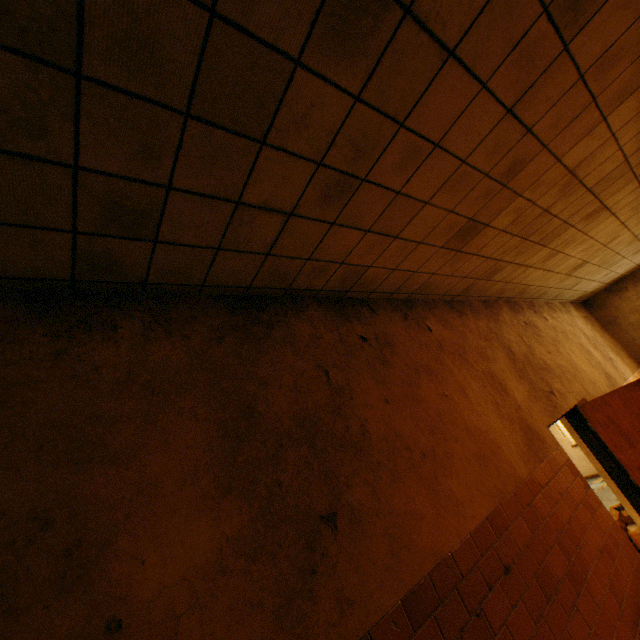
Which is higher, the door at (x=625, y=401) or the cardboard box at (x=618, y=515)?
the door at (x=625, y=401)

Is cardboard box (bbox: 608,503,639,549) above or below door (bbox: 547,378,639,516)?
below

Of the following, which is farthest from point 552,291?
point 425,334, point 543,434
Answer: point 425,334
